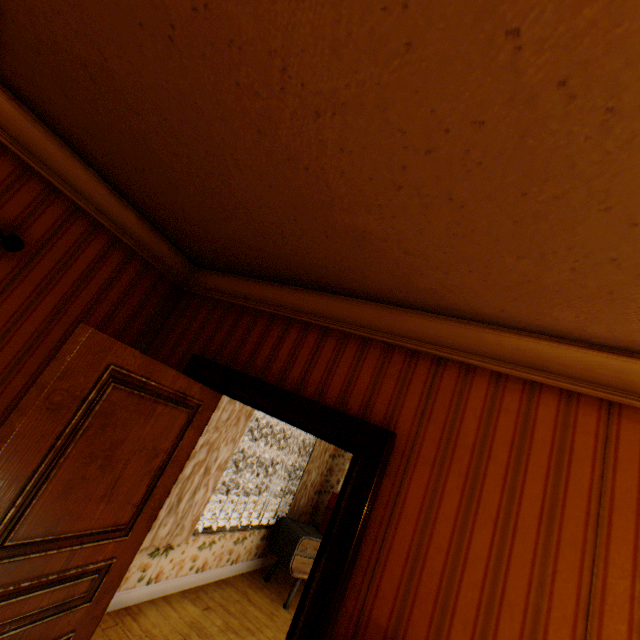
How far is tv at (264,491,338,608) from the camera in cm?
481

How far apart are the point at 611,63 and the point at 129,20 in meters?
1.5

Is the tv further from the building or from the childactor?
the childactor

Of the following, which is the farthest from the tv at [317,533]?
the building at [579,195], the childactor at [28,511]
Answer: the childactor at [28,511]

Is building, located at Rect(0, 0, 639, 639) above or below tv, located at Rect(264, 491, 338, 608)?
above

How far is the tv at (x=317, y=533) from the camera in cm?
481

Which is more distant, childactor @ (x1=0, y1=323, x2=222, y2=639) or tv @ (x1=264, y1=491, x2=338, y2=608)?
tv @ (x1=264, y1=491, x2=338, y2=608)
